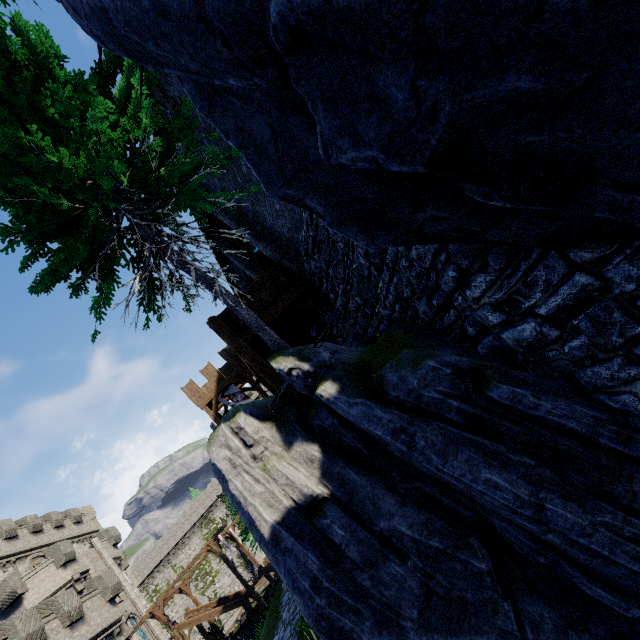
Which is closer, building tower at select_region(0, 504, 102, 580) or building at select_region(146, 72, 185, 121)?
building at select_region(146, 72, 185, 121)

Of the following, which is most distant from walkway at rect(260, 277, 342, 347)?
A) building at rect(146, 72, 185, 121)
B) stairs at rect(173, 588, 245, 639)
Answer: stairs at rect(173, 588, 245, 639)

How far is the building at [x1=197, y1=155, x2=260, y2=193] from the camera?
8.2 meters

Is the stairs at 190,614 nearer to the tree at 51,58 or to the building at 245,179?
the building at 245,179

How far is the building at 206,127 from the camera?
7.9 meters

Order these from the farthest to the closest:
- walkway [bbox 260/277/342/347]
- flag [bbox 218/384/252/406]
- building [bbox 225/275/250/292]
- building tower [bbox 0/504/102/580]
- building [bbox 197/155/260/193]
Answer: building tower [bbox 0/504/102/580]
flag [bbox 218/384/252/406]
building [bbox 225/275/250/292]
walkway [bbox 260/277/342/347]
building [bbox 197/155/260/193]

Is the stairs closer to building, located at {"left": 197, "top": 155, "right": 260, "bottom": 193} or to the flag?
the flag

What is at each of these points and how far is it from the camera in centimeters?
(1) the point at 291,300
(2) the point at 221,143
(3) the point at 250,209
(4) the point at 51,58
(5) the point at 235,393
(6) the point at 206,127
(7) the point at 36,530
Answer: (1) walkway, 932cm
(2) building, 815cm
(3) building, 981cm
(4) tree, 615cm
(5) flag, 2605cm
(6) building, 810cm
(7) building tower, 3234cm
